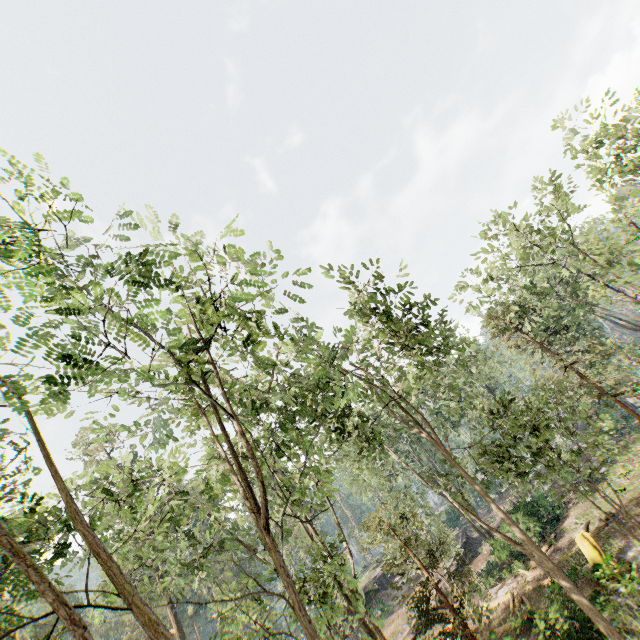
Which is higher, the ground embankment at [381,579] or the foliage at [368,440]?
the foliage at [368,440]

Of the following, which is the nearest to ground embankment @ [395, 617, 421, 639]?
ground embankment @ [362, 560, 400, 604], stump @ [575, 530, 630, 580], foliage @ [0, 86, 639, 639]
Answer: foliage @ [0, 86, 639, 639]

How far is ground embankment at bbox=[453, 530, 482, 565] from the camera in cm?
3422

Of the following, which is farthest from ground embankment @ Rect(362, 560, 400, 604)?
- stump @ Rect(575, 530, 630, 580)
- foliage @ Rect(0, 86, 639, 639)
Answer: stump @ Rect(575, 530, 630, 580)

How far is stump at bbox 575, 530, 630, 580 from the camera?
16.0m

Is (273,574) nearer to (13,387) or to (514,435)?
(13,387)

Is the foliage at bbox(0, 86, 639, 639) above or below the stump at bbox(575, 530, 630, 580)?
above

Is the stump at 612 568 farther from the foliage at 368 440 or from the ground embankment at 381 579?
the ground embankment at 381 579
